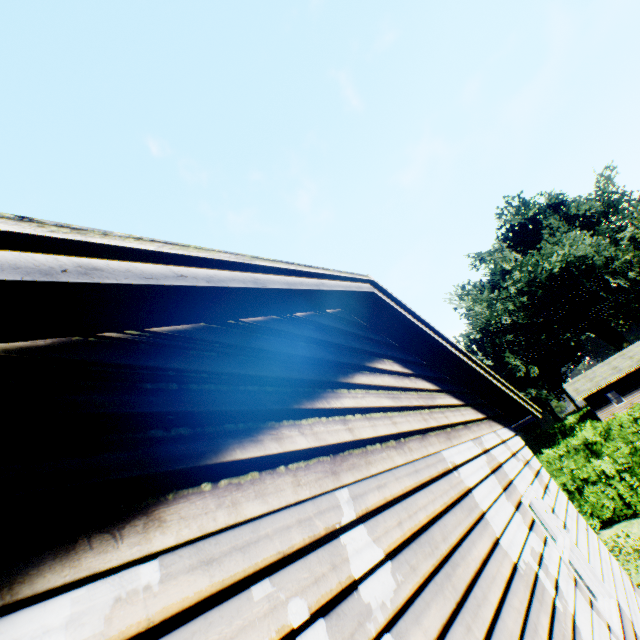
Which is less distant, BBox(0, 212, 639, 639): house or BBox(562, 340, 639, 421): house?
BBox(0, 212, 639, 639): house

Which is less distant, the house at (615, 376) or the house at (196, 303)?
the house at (196, 303)

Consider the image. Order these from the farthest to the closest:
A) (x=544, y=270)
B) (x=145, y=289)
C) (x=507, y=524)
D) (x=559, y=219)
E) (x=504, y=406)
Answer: (x=559, y=219) → (x=544, y=270) → (x=504, y=406) → (x=507, y=524) → (x=145, y=289)
